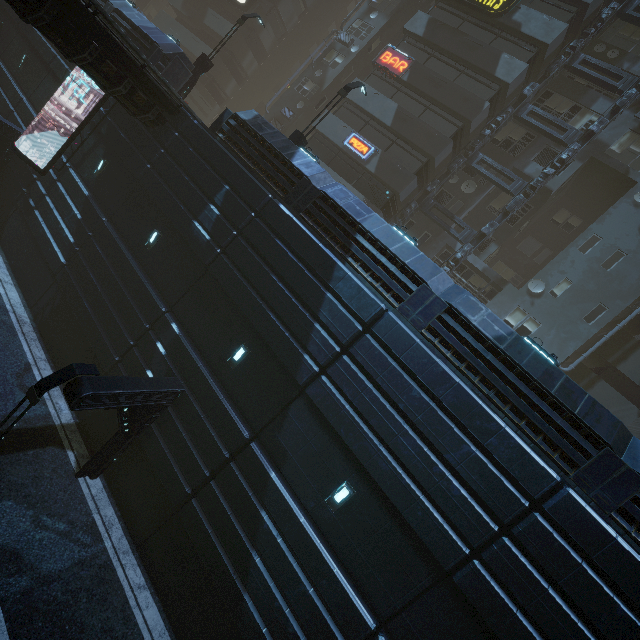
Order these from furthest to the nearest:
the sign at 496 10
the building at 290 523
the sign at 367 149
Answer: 1. the sign at 367 149
2. the sign at 496 10
3. the building at 290 523

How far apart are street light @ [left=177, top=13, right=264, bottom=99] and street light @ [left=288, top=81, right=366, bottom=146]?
8.2m

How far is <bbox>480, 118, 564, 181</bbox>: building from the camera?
20.8m

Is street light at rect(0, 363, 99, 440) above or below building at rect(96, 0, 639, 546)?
below

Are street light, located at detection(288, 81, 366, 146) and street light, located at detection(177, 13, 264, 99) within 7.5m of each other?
no

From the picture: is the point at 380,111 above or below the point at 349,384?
above

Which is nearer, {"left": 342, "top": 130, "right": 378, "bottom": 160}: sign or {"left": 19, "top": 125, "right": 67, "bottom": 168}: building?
{"left": 19, "top": 125, "right": 67, "bottom": 168}: building

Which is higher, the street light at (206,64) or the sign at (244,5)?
the sign at (244,5)
